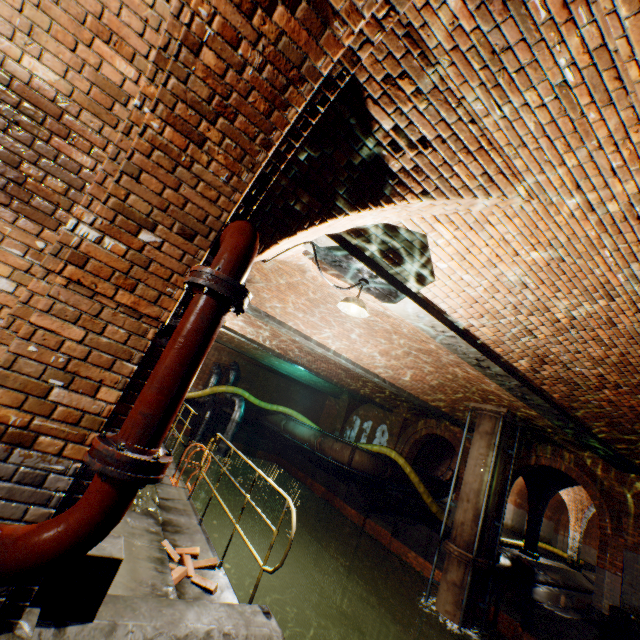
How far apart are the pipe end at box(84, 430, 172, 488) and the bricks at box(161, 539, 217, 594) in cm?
290

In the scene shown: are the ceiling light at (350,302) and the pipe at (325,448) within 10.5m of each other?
no

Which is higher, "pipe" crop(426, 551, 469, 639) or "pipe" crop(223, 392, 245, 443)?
"pipe" crop(223, 392, 245, 443)

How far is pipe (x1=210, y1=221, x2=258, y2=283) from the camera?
1.9m

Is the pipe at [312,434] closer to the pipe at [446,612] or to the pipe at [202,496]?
the pipe at [202,496]

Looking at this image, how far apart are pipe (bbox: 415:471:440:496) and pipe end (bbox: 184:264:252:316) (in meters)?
15.93

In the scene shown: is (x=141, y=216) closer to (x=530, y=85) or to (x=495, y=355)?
(x=530, y=85)

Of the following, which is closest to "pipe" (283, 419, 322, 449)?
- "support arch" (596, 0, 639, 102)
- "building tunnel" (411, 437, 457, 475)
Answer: "building tunnel" (411, 437, 457, 475)
